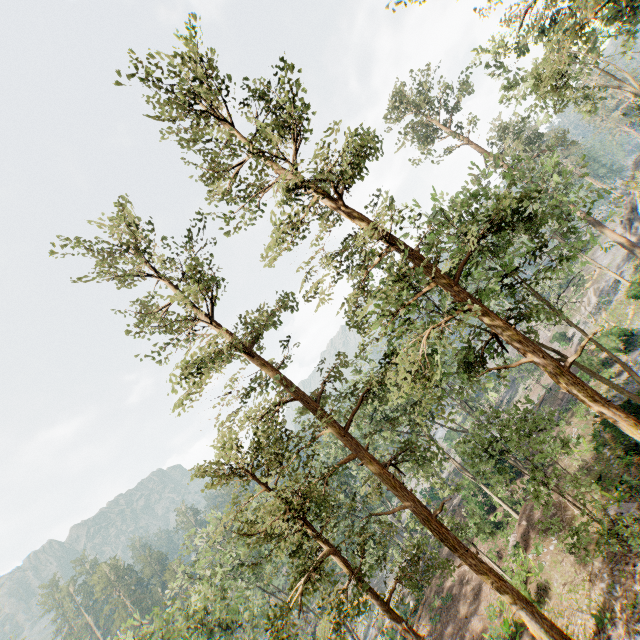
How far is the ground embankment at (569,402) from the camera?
29.3m

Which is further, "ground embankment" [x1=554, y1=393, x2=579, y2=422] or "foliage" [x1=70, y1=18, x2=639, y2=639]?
"ground embankment" [x1=554, y1=393, x2=579, y2=422]

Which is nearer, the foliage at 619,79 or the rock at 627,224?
the foliage at 619,79

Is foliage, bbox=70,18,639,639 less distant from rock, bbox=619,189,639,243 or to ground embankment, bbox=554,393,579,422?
rock, bbox=619,189,639,243

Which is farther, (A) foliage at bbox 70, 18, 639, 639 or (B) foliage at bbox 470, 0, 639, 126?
(B) foliage at bbox 470, 0, 639, 126

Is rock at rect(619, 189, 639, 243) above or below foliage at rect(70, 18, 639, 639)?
below

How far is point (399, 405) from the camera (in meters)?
31.45

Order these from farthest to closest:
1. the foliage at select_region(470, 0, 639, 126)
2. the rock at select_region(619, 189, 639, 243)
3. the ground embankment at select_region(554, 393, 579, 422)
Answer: the rock at select_region(619, 189, 639, 243) < the ground embankment at select_region(554, 393, 579, 422) < the foliage at select_region(470, 0, 639, 126)
